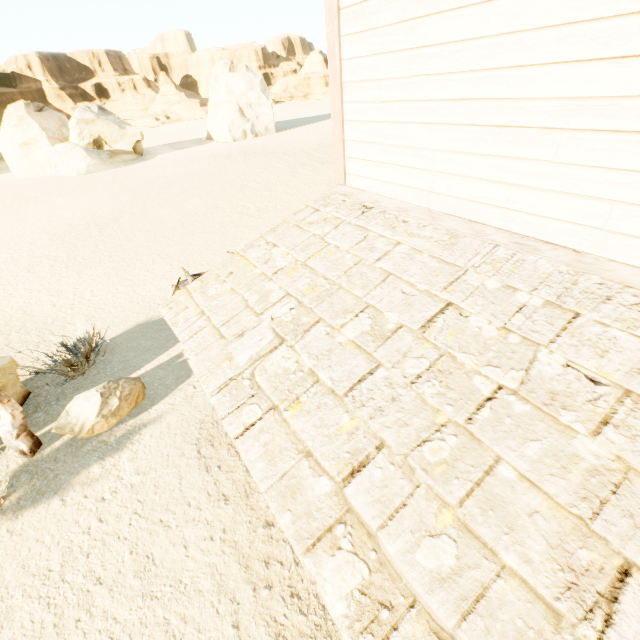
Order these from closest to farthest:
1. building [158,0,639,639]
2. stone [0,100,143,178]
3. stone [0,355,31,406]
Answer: building [158,0,639,639], stone [0,355,31,406], stone [0,100,143,178]

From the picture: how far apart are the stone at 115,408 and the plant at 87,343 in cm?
49

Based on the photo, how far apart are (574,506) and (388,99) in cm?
300

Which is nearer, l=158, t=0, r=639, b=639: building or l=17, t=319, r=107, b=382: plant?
l=158, t=0, r=639, b=639: building

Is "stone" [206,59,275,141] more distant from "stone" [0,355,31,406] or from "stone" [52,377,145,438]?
"stone" [52,377,145,438]

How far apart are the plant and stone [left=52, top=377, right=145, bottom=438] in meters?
0.5

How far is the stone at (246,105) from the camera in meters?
34.6

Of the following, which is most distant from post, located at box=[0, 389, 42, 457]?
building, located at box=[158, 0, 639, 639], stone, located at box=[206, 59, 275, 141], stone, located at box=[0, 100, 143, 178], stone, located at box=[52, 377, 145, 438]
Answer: stone, located at box=[206, 59, 275, 141]
